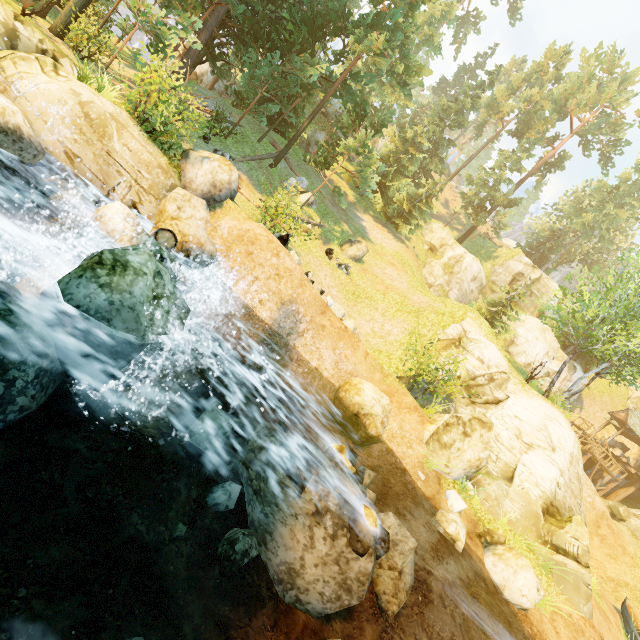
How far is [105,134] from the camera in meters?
9.5 m

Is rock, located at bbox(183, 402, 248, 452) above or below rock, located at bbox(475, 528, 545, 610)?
below

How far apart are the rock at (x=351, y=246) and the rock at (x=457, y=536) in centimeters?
1553cm

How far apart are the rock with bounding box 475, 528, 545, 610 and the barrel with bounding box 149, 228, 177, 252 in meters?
12.8

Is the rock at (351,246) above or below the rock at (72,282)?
above

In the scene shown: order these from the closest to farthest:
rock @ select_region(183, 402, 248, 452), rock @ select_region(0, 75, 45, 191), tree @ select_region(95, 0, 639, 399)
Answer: rock @ select_region(183, 402, 248, 452) → rock @ select_region(0, 75, 45, 191) → tree @ select_region(95, 0, 639, 399)

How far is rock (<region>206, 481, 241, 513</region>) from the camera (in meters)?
5.81

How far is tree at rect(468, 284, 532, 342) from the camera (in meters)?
25.73
